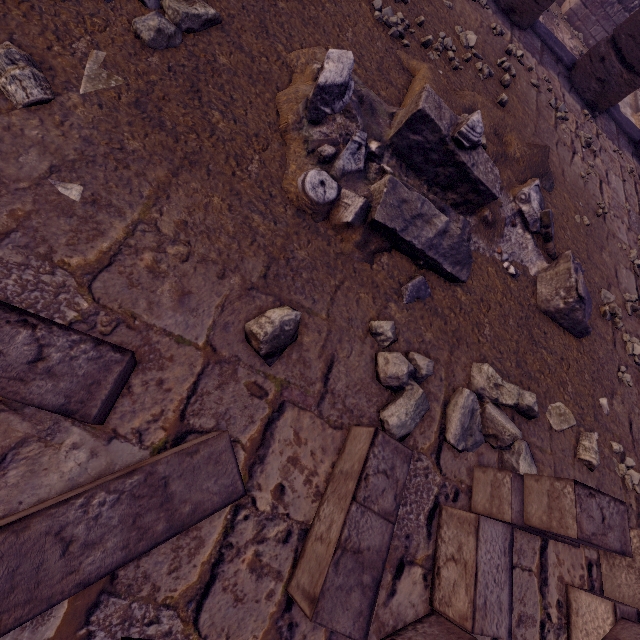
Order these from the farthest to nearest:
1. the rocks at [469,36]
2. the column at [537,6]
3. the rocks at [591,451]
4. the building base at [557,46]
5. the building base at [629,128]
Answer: the building base at [629,128]
the building base at [557,46]
the column at [537,6]
the rocks at [469,36]
the rocks at [591,451]

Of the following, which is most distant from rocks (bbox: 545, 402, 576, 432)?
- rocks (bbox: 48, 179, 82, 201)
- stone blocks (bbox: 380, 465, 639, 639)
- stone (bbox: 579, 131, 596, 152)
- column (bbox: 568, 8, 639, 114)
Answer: column (bbox: 568, 8, 639, 114)

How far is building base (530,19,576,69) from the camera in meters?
5.8

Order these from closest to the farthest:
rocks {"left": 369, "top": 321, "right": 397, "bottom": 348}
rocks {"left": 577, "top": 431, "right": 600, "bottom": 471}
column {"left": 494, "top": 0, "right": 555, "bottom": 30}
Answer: rocks {"left": 369, "top": 321, "right": 397, "bottom": 348}
rocks {"left": 577, "top": 431, "right": 600, "bottom": 471}
column {"left": 494, "top": 0, "right": 555, "bottom": 30}

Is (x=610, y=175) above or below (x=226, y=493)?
below

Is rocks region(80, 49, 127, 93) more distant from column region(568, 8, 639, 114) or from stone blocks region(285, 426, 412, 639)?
column region(568, 8, 639, 114)

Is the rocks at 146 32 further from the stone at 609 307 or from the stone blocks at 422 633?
the stone at 609 307

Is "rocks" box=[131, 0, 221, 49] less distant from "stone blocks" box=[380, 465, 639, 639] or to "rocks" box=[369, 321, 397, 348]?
"rocks" box=[369, 321, 397, 348]
